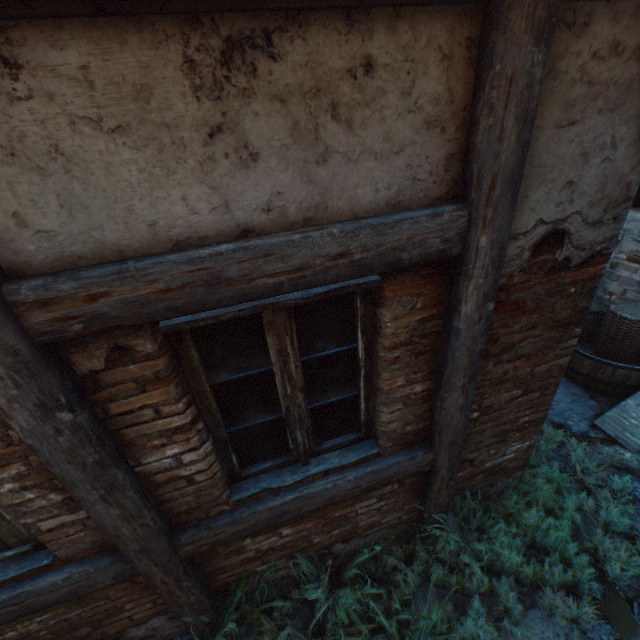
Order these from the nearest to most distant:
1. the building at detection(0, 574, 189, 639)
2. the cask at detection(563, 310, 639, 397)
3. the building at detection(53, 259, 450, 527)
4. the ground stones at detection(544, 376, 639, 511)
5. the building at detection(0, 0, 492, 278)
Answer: the building at detection(0, 0, 492, 278)
the building at detection(53, 259, 450, 527)
the building at detection(0, 574, 189, 639)
the ground stones at detection(544, 376, 639, 511)
the cask at detection(563, 310, 639, 397)

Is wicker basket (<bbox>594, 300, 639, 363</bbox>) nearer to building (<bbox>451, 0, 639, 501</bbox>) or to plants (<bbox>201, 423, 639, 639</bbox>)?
building (<bbox>451, 0, 639, 501</bbox>)

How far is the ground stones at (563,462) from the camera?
3.44m

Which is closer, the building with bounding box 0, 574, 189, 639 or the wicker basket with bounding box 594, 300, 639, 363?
the building with bounding box 0, 574, 189, 639

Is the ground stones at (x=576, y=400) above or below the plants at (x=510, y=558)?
below

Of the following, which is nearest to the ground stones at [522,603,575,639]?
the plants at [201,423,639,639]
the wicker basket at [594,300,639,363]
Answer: the plants at [201,423,639,639]

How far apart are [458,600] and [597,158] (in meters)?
3.30
